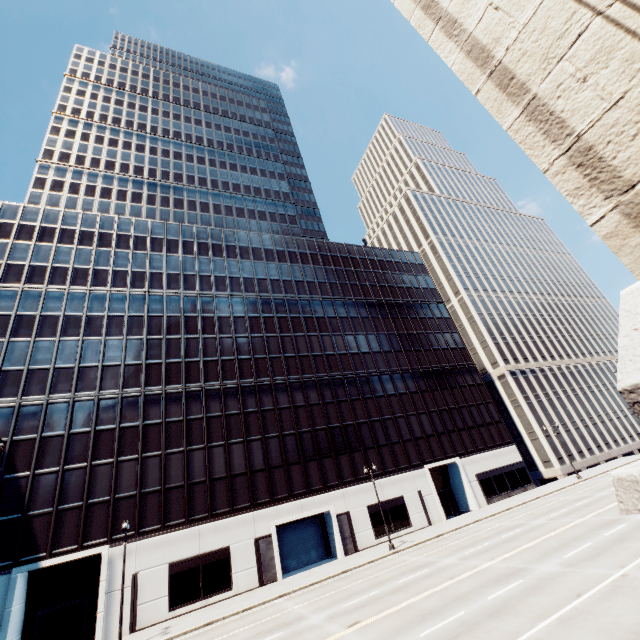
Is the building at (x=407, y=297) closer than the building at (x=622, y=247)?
No

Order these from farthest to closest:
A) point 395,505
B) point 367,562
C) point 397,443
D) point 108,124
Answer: point 108,124 → point 397,443 → point 395,505 → point 367,562

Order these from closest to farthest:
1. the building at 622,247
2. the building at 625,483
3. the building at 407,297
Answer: the building at 625,483, the building at 622,247, the building at 407,297

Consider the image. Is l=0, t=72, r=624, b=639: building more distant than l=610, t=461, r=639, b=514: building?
Yes

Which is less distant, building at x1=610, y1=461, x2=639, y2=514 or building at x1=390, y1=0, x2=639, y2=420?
building at x1=610, y1=461, x2=639, y2=514

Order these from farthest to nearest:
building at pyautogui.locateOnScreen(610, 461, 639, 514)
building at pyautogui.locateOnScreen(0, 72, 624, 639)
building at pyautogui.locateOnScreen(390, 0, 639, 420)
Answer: building at pyautogui.locateOnScreen(0, 72, 624, 639)
building at pyautogui.locateOnScreen(390, 0, 639, 420)
building at pyautogui.locateOnScreen(610, 461, 639, 514)

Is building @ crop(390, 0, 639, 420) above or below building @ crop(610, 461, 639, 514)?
above
